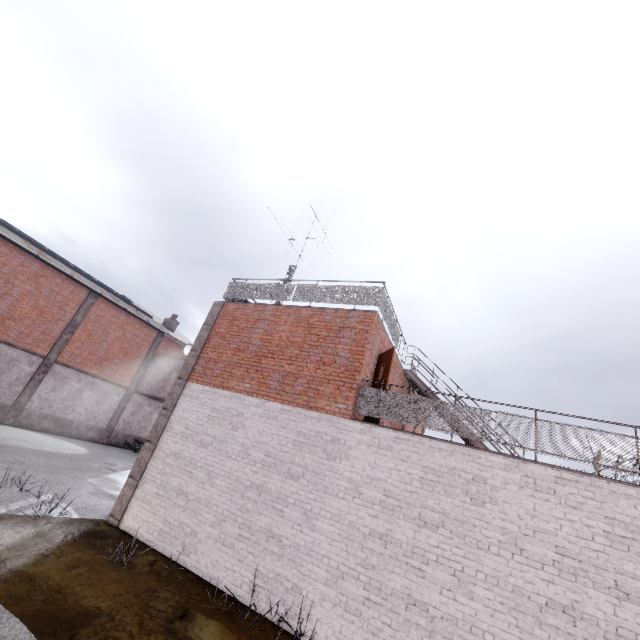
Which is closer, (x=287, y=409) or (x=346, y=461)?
(x=346, y=461)

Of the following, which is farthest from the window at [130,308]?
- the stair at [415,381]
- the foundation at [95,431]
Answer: the stair at [415,381]

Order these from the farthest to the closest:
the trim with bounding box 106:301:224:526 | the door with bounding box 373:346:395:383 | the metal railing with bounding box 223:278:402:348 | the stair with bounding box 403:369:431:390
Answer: the stair with bounding box 403:369:431:390 → the metal railing with bounding box 223:278:402:348 → the trim with bounding box 106:301:224:526 → the door with bounding box 373:346:395:383

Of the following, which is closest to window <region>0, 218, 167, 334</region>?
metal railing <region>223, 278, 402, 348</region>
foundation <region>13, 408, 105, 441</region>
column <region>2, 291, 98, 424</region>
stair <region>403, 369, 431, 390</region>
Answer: column <region>2, 291, 98, 424</region>

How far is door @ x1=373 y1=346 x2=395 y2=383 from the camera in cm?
831

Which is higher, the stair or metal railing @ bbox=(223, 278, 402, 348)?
metal railing @ bbox=(223, 278, 402, 348)

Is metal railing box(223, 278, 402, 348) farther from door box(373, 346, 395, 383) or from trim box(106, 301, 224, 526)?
door box(373, 346, 395, 383)

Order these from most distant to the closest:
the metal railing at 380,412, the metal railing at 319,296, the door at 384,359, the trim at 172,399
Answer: the metal railing at 319,296
the trim at 172,399
the door at 384,359
the metal railing at 380,412
